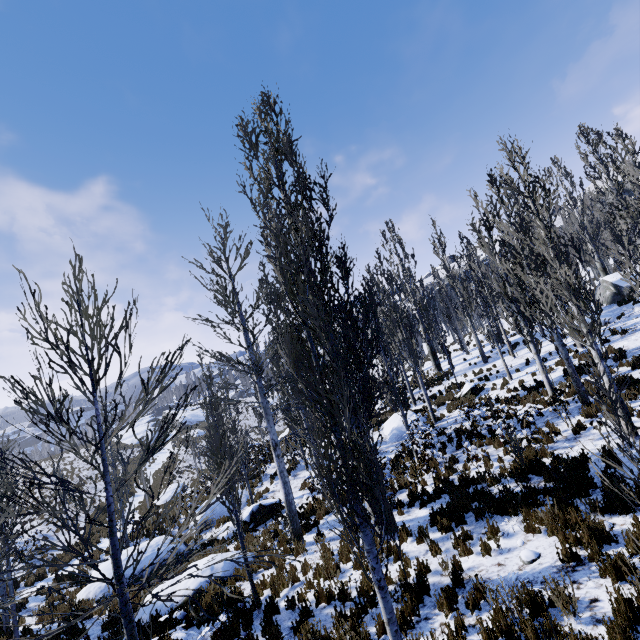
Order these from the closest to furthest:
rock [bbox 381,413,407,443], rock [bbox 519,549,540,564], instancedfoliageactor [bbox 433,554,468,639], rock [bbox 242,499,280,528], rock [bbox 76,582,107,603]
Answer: instancedfoliageactor [bbox 433,554,468,639] < rock [bbox 519,549,540,564] < rock [bbox 76,582,107,603] < rock [bbox 242,499,280,528] < rock [bbox 381,413,407,443]

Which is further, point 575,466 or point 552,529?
point 575,466

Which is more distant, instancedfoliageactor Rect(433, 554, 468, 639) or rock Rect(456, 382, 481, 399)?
rock Rect(456, 382, 481, 399)

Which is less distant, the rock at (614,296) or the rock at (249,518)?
the rock at (249,518)

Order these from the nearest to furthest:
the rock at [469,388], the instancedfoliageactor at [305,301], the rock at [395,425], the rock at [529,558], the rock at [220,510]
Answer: the instancedfoliageactor at [305,301], the rock at [529,558], the rock at [220,510], the rock at [395,425], the rock at [469,388]

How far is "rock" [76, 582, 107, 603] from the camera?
12.09m

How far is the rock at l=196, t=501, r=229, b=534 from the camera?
16.59m

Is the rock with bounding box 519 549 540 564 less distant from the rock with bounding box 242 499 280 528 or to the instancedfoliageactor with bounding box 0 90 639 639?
the instancedfoliageactor with bounding box 0 90 639 639
